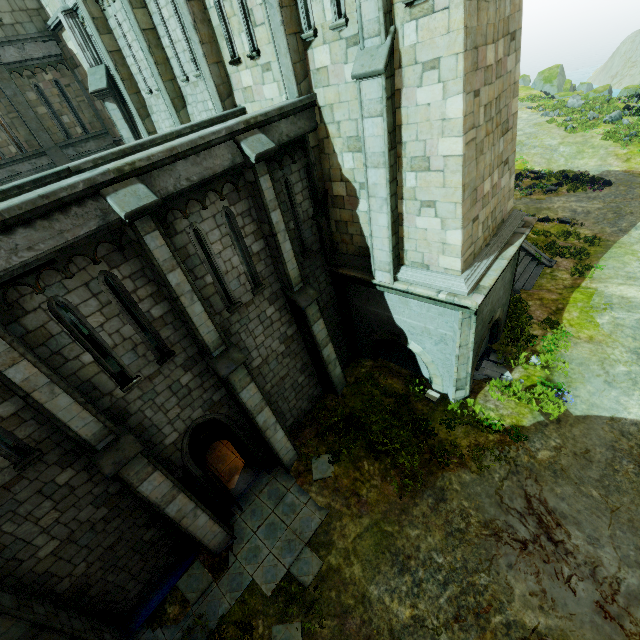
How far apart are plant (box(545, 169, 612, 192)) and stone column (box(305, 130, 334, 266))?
22.6m

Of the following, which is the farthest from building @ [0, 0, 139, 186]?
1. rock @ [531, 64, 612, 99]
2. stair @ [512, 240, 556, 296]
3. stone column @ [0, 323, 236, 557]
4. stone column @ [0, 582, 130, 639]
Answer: rock @ [531, 64, 612, 99]

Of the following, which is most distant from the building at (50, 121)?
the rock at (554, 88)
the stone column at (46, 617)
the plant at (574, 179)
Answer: the rock at (554, 88)

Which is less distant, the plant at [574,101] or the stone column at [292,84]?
the stone column at [292,84]

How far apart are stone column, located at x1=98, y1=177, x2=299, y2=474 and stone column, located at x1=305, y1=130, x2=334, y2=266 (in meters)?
4.58

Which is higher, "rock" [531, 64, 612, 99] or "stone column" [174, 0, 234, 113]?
"stone column" [174, 0, 234, 113]

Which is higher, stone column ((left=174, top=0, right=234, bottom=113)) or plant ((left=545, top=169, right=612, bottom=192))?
stone column ((left=174, top=0, right=234, bottom=113))

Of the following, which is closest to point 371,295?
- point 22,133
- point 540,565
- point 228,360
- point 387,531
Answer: point 228,360
